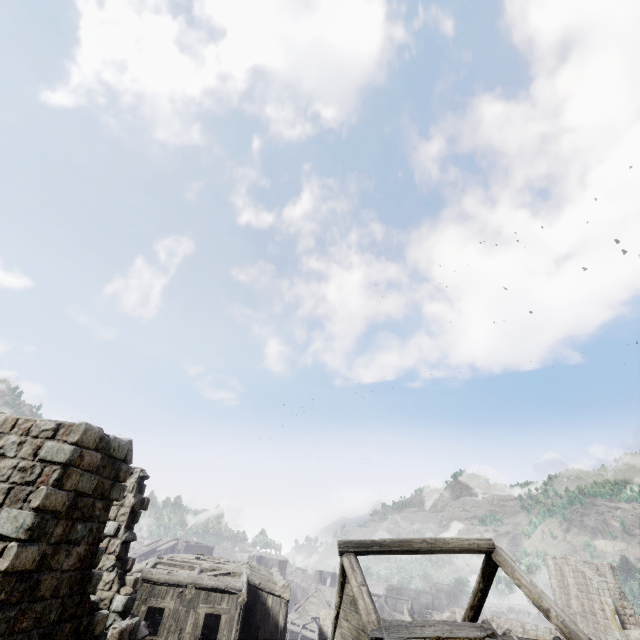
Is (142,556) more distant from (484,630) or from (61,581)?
(484,630)
